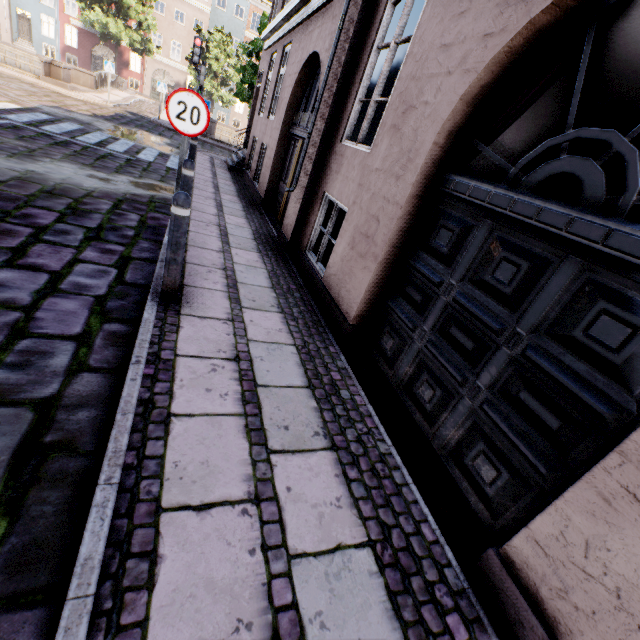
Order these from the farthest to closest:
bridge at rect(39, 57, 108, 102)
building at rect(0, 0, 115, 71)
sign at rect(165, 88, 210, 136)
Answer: building at rect(0, 0, 115, 71)
bridge at rect(39, 57, 108, 102)
sign at rect(165, 88, 210, 136)

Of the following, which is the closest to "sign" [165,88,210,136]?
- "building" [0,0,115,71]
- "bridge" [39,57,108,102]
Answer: "building" [0,0,115,71]

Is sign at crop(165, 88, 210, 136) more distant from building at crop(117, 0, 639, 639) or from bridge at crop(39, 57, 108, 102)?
bridge at crop(39, 57, 108, 102)

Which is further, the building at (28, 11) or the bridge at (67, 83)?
the building at (28, 11)

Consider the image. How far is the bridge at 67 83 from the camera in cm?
1630

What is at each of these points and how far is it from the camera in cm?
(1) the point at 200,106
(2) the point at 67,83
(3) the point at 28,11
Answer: (1) sign, 424
(2) bridge, 1727
(3) building, 3256
